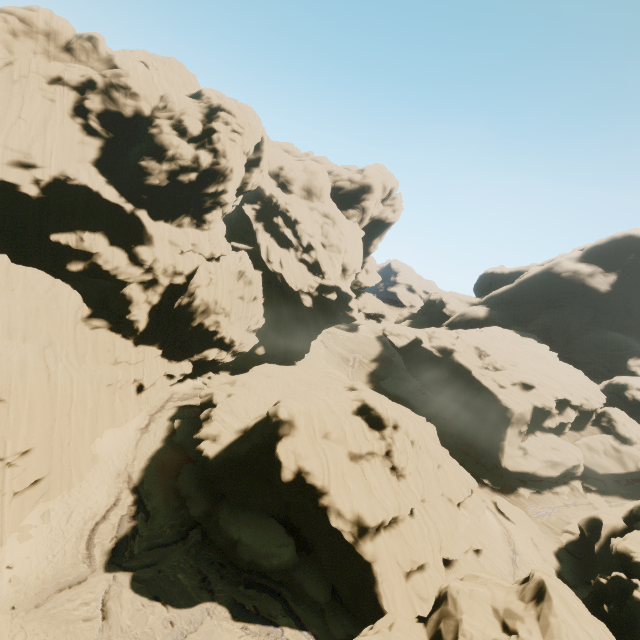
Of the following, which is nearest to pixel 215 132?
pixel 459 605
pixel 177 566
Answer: pixel 177 566
